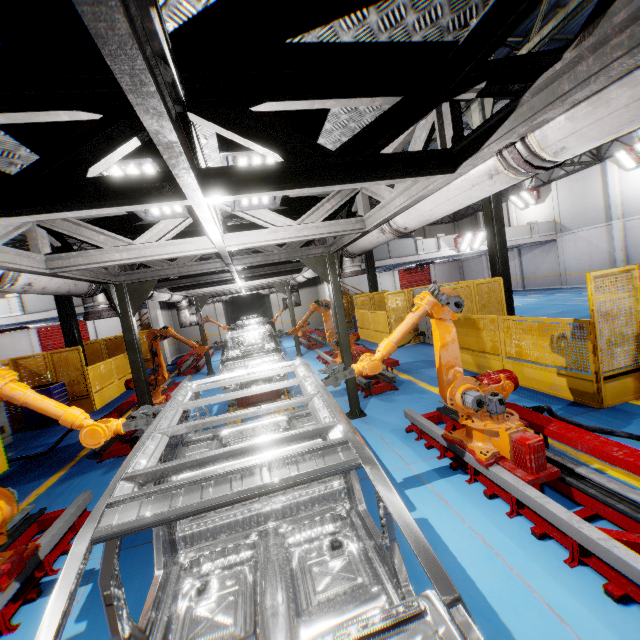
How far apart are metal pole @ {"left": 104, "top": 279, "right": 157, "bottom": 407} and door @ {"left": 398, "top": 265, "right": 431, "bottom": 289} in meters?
31.1

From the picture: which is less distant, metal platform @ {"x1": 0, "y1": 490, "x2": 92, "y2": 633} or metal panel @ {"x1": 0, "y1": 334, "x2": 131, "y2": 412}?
metal platform @ {"x1": 0, "y1": 490, "x2": 92, "y2": 633}

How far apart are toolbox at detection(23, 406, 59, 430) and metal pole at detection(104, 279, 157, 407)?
6.1 meters

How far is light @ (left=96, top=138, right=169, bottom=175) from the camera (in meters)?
2.32

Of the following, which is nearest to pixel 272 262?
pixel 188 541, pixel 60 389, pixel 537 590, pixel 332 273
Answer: pixel 332 273

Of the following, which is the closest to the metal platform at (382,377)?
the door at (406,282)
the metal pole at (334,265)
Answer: the metal pole at (334,265)

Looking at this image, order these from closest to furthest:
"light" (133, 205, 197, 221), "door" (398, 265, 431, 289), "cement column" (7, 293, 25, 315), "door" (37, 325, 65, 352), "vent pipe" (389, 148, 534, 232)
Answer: "vent pipe" (389, 148, 534, 232)
"light" (133, 205, 197, 221)
"cement column" (7, 293, 25, 315)
"door" (37, 325, 65, 352)
"door" (398, 265, 431, 289)

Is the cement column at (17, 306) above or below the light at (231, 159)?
above
